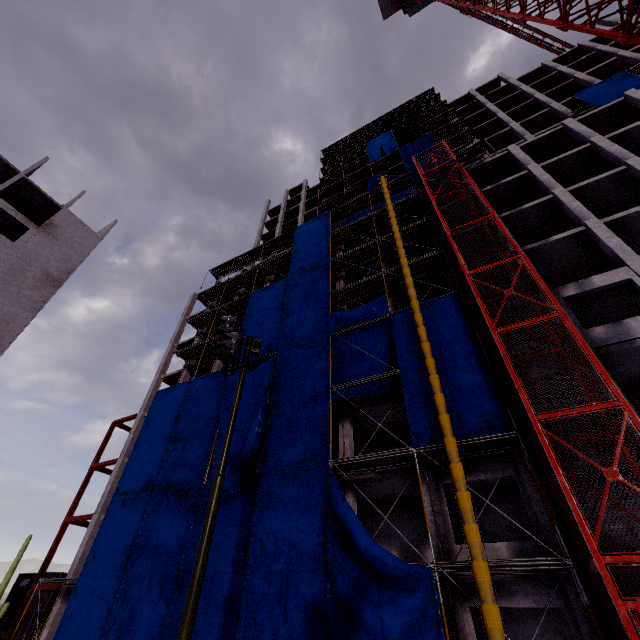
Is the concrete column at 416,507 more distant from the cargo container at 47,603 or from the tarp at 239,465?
the cargo container at 47,603

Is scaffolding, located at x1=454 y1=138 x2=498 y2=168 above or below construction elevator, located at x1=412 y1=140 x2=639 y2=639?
above

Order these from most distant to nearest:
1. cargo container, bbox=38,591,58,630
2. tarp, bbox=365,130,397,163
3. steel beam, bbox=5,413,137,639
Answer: tarp, bbox=365,130,397,163, cargo container, bbox=38,591,58,630, steel beam, bbox=5,413,137,639

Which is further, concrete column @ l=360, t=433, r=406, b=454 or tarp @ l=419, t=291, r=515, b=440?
concrete column @ l=360, t=433, r=406, b=454

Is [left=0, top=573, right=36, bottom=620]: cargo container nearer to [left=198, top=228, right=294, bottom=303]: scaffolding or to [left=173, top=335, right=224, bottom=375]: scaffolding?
[left=173, top=335, right=224, bottom=375]: scaffolding

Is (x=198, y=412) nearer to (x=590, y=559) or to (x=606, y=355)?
(x=590, y=559)

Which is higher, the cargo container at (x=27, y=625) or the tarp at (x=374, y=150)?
the tarp at (x=374, y=150)

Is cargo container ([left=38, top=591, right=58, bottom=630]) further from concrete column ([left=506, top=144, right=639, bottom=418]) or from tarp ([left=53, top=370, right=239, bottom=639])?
concrete column ([left=506, top=144, right=639, bottom=418])
